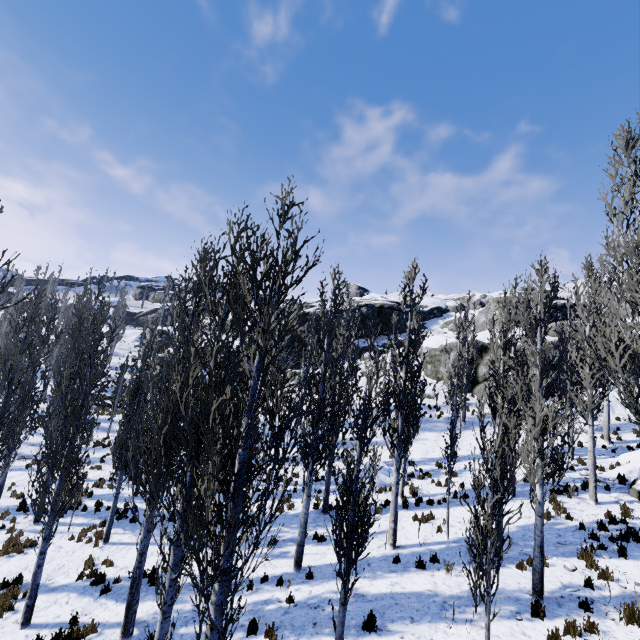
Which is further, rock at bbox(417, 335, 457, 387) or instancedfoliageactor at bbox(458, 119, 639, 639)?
rock at bbox(417, 335, 457, 387)

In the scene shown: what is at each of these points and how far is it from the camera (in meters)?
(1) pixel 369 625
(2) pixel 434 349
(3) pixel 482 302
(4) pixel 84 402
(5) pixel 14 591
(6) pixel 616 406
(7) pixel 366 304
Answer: (1) instancedfoliageactor, 7.58
(2) rock, 34.22
(3) rock, 55.44
(4) instancedfoliageactor, 10.32
(5) instancedfoliageactor, 10.28
(6) rock, 24.69
(7) rock, 46.00

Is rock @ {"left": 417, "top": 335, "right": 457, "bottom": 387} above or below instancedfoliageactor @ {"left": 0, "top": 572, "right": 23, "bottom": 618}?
above

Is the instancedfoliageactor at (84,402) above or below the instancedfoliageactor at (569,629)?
above

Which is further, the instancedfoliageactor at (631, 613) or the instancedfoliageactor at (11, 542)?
the instancedfoliageactor at (11, 542)

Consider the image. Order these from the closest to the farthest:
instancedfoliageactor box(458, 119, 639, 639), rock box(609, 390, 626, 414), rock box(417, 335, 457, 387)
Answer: instancedfoliageactor box(458, 119, 639, 639), rock box(609, 390, 626, 414), rock box(417, 335, 457, 387)

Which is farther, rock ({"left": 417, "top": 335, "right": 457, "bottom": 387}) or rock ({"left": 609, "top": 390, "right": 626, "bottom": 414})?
rock ({"left": 417, "top": 335, "right": 457, "bottom": 387})

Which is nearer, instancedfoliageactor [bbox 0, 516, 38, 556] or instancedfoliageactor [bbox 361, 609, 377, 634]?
instancedfoliageactor [bbox 361, 609, 377, 634]
